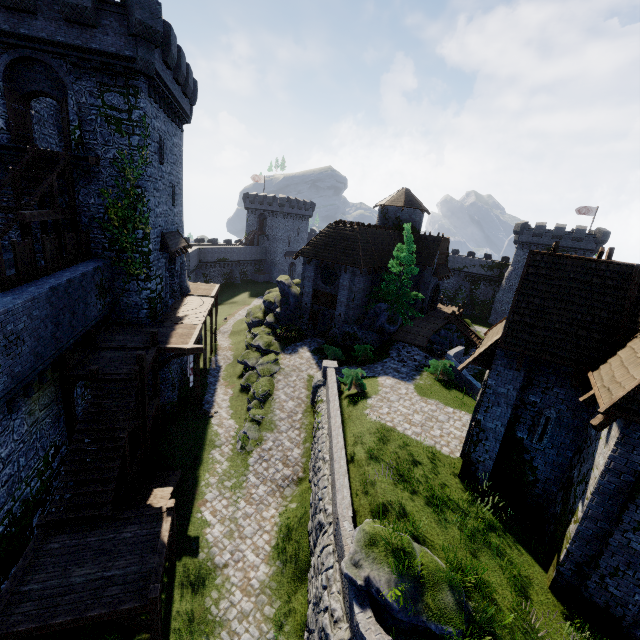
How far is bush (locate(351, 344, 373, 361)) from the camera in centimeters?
2515cm

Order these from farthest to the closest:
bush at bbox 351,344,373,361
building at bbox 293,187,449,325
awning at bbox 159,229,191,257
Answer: building at bbox 293,187,449,325 → bush at bbox 351,344,373,361 → awning at bbox 159,229,191,257

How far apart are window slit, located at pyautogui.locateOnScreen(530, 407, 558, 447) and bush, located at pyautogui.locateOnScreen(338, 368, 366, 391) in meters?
9.2 m

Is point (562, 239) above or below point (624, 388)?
above

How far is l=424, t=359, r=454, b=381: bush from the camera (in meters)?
21.43

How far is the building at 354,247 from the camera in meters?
27.9 m

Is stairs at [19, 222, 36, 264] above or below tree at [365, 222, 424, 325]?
above

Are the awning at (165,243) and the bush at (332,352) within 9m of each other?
no
